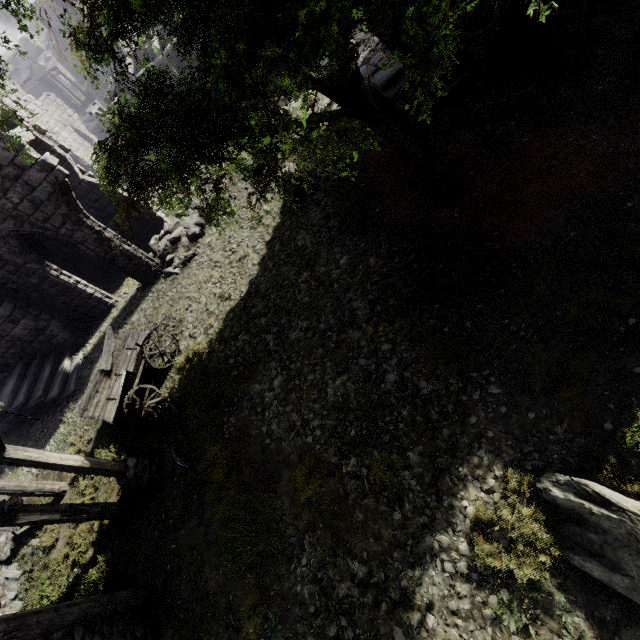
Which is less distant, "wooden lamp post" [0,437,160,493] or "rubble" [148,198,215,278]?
"wooden lamp post" [0,437,160,493]

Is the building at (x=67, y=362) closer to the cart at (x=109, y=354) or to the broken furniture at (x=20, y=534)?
the broken furniture at (x=20, y=534)

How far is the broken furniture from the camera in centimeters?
1023cm

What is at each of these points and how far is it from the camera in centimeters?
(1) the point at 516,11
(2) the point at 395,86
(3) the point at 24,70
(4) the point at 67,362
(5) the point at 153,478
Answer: (1) building, 916cm
(2) building, 1126cm
(3) wooden plank rubble, 4494cm
(4) building, 1388cm
(5) wooden lamp post, 880cm

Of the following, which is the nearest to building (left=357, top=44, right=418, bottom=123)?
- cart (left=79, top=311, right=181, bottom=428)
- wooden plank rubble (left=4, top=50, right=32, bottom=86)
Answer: cart (left=79, top=311, right=181, bottom=428)

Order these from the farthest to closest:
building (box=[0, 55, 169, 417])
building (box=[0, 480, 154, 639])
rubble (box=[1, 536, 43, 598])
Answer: building (box=[0, 55, 169, 417]) < rubble (box=[1, 536, 43, 598]) < building (box=[0, 480, 154, 639])

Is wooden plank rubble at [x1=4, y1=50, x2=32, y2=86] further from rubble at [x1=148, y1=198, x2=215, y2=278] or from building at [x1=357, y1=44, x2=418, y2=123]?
rubble at [x1=148, y1=198, x2=215, y2=278]

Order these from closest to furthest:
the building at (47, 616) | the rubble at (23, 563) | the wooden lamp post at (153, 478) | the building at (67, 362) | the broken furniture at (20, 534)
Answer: the building at (47, 616) → the wooden lamp post at (153, 478) → the rubble at (23, 563) → the broken furniture at (20, 534) → the building at (67, 362)
